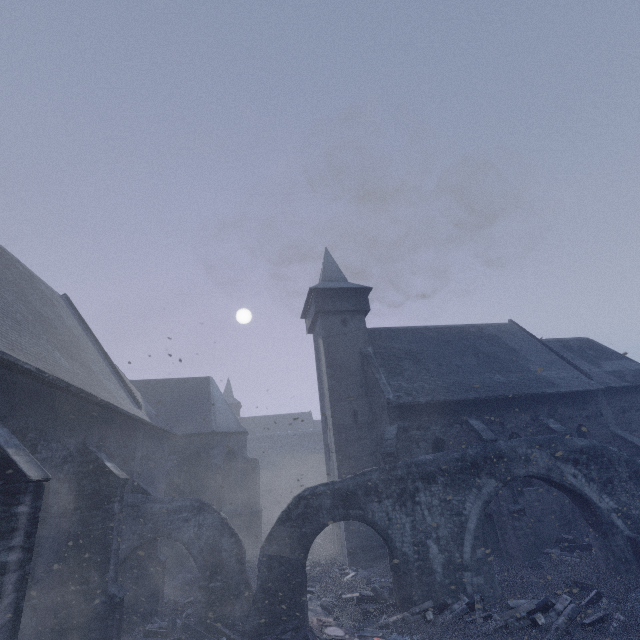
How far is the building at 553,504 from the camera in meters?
13.5 m

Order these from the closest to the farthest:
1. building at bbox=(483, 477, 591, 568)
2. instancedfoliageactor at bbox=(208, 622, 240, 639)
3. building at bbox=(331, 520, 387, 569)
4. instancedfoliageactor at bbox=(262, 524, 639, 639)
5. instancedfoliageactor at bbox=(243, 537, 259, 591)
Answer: instancedfoliageactor at bbox=(262, 524, 639, 639) → instancedfoliageactor at bbox=(208, 622, 240, 639) → building at bbox=(483, 477, 591, 568) → instancedfoliageactor at bbox=(243, 537, 259, 591) → building at bbox=(331, 520, 387, 569)

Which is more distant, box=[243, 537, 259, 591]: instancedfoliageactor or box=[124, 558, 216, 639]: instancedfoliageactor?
box=[243, 537, 259, 591]: instancedfoliageactor

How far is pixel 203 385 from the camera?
25.77m

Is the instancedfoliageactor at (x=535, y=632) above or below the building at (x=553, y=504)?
below

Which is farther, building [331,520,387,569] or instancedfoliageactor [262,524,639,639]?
building [331,520,387,569]
